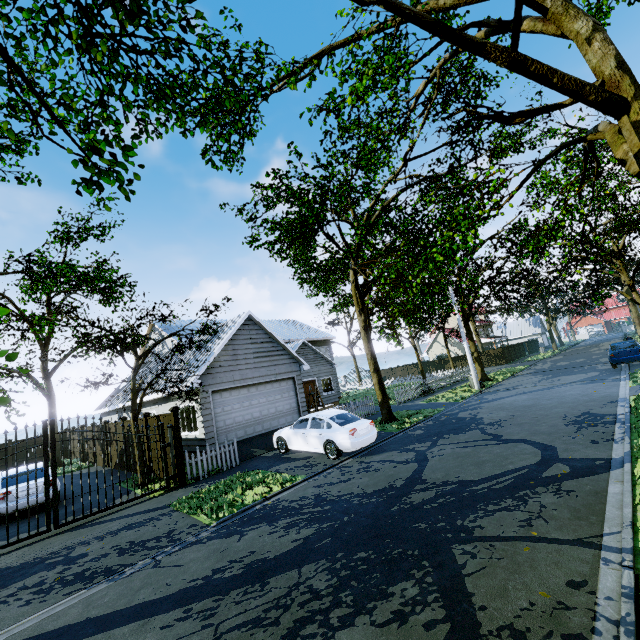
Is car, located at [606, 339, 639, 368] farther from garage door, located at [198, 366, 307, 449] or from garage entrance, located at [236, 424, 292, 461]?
garage door, located at [198, 366, 307, 449]

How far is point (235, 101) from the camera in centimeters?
546cm

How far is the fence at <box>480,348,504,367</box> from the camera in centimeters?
4188cm

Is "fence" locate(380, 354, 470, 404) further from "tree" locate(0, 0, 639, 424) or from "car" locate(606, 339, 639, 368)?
"car" locate(606, 339, 639, 368)

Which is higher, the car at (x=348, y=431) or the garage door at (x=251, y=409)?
the garage door at (x=251, y=409)

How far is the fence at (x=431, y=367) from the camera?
22.7m

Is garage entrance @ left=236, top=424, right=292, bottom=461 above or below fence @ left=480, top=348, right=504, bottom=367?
below

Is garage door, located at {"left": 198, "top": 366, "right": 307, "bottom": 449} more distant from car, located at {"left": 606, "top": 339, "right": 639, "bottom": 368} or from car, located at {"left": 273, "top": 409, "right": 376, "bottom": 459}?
car, located at {"left": 606, "top": 339, "right": 639, "bottom": 368}
